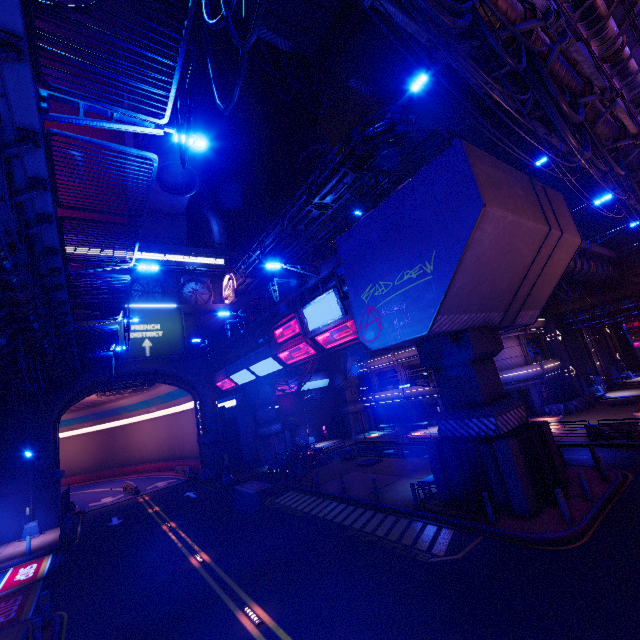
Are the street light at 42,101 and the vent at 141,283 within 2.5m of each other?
no

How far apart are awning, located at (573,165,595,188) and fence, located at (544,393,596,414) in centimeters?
1851cm

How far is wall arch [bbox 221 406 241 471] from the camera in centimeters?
3378cm

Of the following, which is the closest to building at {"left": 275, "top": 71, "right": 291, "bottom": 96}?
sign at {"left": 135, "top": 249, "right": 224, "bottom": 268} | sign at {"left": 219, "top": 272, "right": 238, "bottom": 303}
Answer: sign at {"left": 135, "top": 249, "right": 224, "bottom": 268}

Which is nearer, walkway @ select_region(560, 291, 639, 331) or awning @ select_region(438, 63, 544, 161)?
awning @ select_region(438, 63, 544, 161)

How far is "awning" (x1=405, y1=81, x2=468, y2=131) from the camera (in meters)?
15.87

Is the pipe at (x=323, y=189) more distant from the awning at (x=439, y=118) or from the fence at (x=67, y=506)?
the fence at (x=67, y=506)

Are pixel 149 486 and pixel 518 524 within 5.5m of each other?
no
